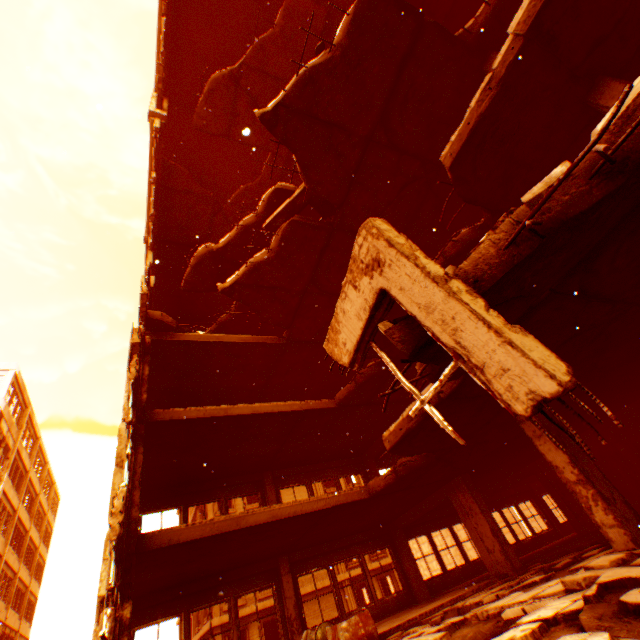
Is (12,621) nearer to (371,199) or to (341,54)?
(371,199)

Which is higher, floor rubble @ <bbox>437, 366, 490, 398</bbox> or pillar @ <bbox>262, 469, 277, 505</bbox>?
pillar @ <bbox>262, 469, 277, 505</bbox>

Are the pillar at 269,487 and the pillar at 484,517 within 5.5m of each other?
no

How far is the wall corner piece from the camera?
9.48m

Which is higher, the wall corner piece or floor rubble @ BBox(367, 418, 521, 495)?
floor rubble @ BBox(367, 418, 521, 495)

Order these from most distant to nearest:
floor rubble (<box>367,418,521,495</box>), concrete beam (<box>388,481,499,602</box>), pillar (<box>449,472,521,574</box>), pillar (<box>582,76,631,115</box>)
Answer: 1. concrete beam (<box>388,481,499,602</box>)
2. pillar (<box>449,472,521,574</box>)
3. floor rubble (<box>367,418,521,495</box>)
4. pillar (<box>582,76,631,115</box>)

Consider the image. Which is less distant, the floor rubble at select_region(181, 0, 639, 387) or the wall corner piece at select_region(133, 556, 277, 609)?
the floor rubble at select_region(181, 0, 639, 387)

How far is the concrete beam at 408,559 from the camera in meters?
9.9 m
